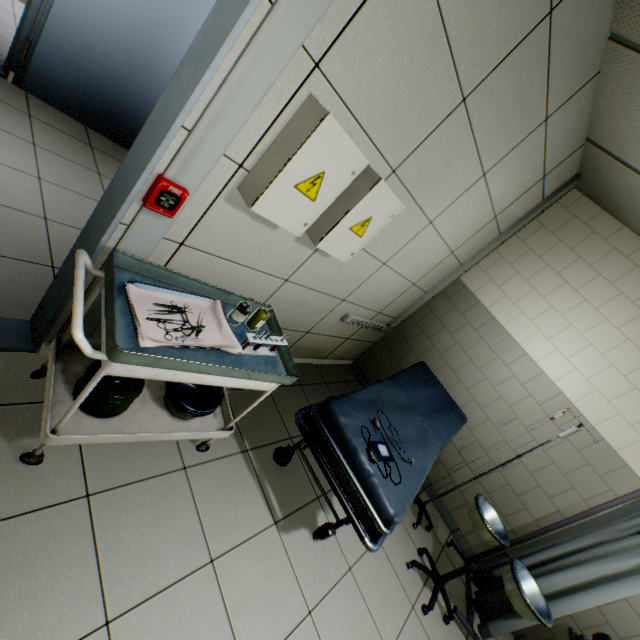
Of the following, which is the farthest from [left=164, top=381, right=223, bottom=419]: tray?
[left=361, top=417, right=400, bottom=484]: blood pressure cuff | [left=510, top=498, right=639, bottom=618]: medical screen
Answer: [left=510, top=498, right=639, bottom=618]: medical screen

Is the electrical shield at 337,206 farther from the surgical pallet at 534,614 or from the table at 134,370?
the surgical pallet at 534,614

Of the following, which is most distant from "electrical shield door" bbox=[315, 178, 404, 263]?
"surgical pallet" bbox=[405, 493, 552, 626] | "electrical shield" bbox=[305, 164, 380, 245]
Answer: "surgical pallet" bbox=[405, 493, 552, 626]

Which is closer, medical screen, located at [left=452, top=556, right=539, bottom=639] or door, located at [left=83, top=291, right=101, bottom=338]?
door, located at [left=83, top=291, right=101, bottom=338]

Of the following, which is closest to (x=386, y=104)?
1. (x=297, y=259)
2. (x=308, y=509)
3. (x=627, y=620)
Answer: (x=297, y=259)

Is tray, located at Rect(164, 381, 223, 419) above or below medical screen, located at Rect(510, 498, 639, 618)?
below

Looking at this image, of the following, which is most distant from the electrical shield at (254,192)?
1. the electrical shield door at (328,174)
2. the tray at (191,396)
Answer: the tray at (191,396)

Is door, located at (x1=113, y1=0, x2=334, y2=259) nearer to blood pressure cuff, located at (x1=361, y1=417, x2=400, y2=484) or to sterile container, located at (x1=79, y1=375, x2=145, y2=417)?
sterile container, located at (x1=79, y1=375, x2=145, y2=417)
